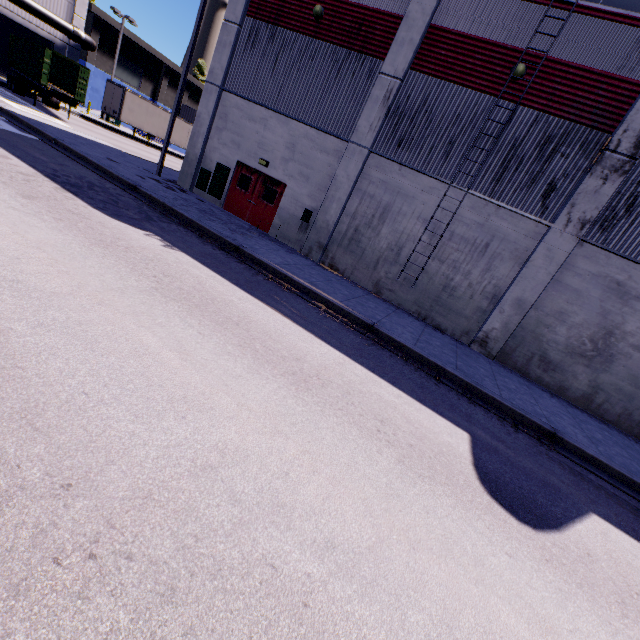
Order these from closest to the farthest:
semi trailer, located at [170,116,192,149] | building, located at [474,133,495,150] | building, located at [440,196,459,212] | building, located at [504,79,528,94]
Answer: building, located at [504,79,528,94]
building, located at [474,133,495,150]
building, located at [440,196,459,212]
semi trailer, located at [170,116,192,149]

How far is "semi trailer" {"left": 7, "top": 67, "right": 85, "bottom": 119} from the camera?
21.1 meters

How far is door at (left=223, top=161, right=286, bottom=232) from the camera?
14.84m

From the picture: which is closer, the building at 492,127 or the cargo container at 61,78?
the building at 492,127

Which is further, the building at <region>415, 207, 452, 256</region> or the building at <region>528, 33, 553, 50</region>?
the building at <region>415, 207, 452, 256</region>

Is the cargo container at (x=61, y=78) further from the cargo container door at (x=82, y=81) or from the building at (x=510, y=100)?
the building at (x=510, y=100)

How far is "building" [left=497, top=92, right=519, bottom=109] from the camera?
10.8 meters

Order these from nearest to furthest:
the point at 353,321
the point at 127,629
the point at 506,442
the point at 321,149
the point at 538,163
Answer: the point at 127,629
the point at 506,442
the point at 353,321
the point at 538,163
the point at 321,149
